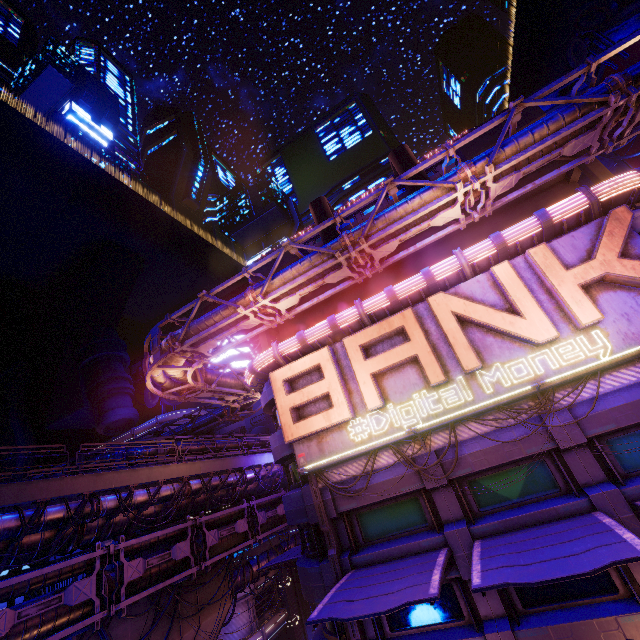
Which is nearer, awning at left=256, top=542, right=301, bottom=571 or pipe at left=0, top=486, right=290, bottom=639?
pipe at left=0, top=486, right=290, bottom=639

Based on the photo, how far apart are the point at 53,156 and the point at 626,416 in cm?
7442

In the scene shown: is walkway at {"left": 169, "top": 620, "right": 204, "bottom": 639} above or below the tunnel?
above

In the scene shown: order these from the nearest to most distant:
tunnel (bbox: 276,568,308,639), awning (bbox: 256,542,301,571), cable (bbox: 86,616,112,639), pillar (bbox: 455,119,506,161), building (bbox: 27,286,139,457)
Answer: cable (bbox: 86,616,112,639) < pillar (bbox: 455,119,506,161) < awning (bbox: 256,542,301,571) < tunnel (bbox: 276,568,308,639) < building (bbox: 27,286,139,457)

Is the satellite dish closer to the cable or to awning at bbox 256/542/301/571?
the cable

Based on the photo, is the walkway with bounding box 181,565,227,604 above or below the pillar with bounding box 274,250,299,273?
below

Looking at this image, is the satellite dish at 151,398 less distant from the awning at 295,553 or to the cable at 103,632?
the cable at 103,632

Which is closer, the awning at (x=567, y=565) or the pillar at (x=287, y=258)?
the awning at (x=567, y=565)
